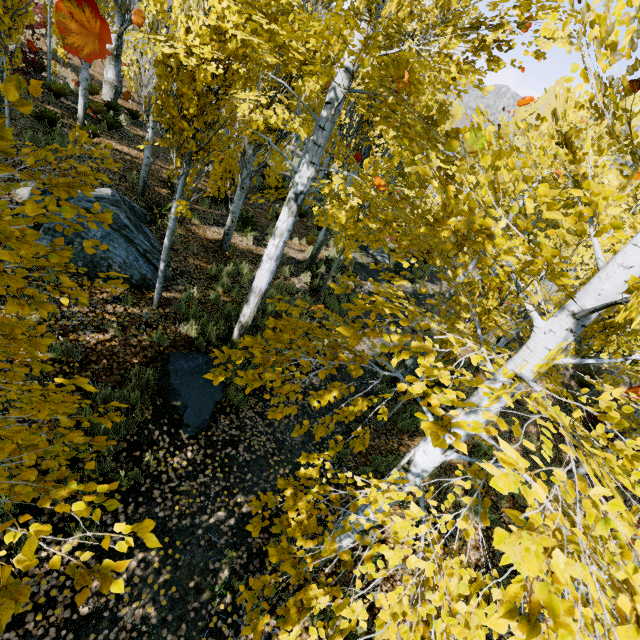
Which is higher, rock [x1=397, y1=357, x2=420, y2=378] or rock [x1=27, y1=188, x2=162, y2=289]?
rock [x1=27, y1=188, x2=162, y2=289]

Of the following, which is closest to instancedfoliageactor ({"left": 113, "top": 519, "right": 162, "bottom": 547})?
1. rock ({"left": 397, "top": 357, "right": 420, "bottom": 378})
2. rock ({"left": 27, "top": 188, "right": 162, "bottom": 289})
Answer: rock ({"left": 27, "top": 188, "right": 162, "bottom": 289})

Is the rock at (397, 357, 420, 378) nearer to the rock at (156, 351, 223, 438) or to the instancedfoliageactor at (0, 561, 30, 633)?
the instancedfoliageactor at (0, 561, 30, 633)

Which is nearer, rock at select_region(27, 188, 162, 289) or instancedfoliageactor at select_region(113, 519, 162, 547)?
instancedfoliageactor at select_region(113, 519, 162, 547)

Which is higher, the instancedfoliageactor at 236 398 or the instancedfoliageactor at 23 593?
the instancedfoliageactor at 23 593

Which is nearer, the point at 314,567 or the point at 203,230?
the point at 314,567

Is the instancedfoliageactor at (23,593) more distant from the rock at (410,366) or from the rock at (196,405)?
the rock at (410,366)
